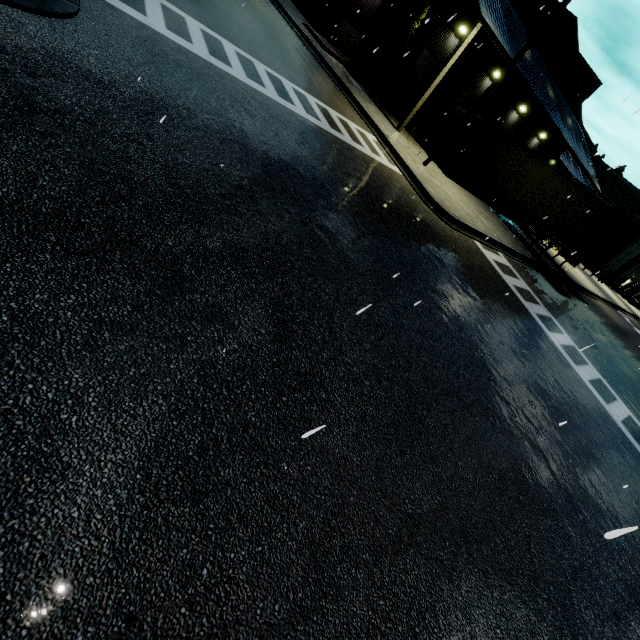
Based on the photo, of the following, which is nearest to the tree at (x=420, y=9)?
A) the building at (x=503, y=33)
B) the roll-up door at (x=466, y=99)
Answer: the building at (x=503, y=33)

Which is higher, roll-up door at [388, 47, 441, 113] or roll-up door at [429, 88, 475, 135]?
roll-up door at [429, 88, 475, 135]

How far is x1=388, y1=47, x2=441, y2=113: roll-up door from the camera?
20.9m

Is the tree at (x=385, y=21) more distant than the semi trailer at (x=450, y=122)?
No

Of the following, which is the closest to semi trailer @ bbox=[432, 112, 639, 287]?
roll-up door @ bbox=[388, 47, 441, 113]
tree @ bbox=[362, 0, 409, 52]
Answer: tree @ bbox=[362, 0, 409, 52]

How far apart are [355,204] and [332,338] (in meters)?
4.80

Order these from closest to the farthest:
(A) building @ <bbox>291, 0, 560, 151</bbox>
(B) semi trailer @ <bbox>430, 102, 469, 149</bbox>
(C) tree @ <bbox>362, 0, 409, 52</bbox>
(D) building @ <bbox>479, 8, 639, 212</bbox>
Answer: (A) building @ <bbox>291, 0, 560, 151</bbox> < (C) tree @ <bbox>362, 0, 409, 52</bbox> < (D) building @ <bbox>479, 8, 639, 212</bbox> < (B) semi trailer @ <bbox>430, 102, 469, 149</bbox>

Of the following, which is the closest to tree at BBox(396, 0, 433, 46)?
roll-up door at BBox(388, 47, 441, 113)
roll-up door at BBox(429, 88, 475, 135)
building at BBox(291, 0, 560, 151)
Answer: building at BBox(291, 0, 560, 151)
